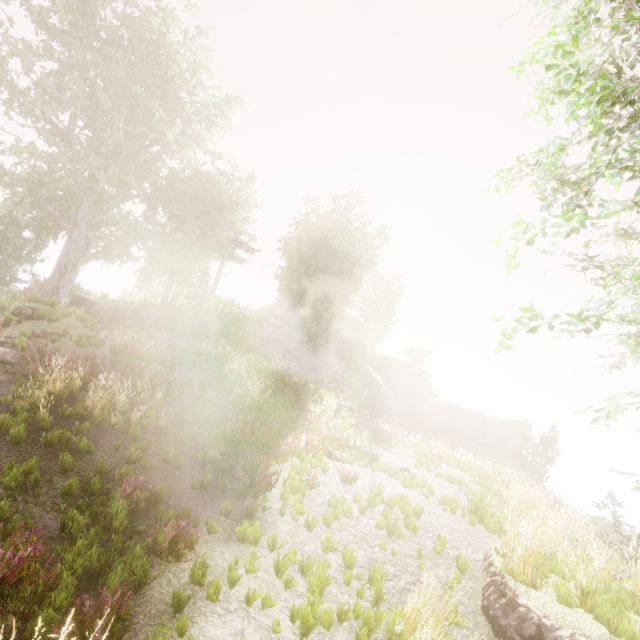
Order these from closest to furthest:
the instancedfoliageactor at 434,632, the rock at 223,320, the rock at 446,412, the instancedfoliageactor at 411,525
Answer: the instancedfoliageactor at 434,632 < the instancedfoliageactor at 411,525 < the rock at 223,320 < the rock at 446,412

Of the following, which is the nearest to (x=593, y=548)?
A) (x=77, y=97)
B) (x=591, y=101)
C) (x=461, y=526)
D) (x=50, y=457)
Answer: (x=461, y=526)

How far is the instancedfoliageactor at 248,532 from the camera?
5.9 meters

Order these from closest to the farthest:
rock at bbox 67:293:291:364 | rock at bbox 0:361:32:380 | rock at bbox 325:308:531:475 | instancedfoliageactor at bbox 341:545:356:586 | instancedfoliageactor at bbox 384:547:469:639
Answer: instancedfoliageactor at bbox 384:547:469:639 < instancedfoliageactor at bbox 341:545:356:586 < rock at bbox 0:361:32:380 < rock at bbox 67:293:291:364 < rock at bbox 325:308:531:475

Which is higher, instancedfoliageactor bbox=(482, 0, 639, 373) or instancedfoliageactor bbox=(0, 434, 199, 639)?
instancedfoliageactor bbox=(482, 0, 639, 373)

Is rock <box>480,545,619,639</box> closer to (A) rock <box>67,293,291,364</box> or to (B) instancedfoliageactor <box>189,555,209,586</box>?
(B) instancedfoliageactor <box>189,555,209,586</box>
